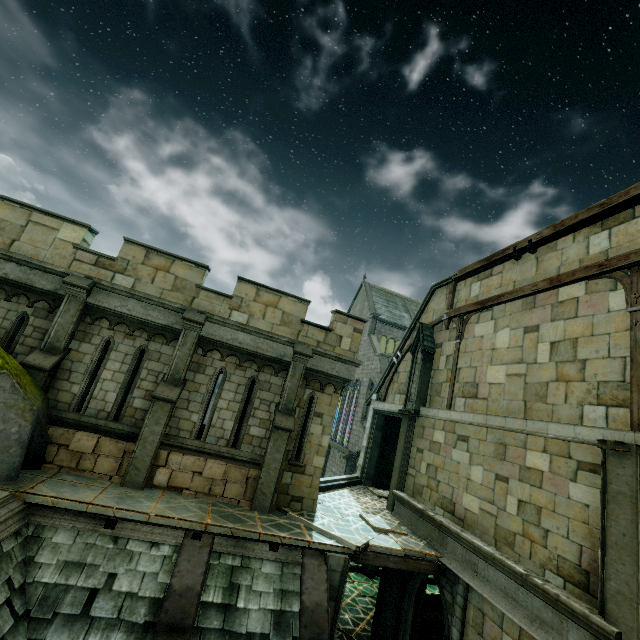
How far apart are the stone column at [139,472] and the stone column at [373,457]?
10.7 meters

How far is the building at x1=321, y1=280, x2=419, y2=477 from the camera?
29.6 meters

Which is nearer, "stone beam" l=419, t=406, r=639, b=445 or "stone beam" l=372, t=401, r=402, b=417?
"stone beam" l=419, t=406, r=639, b=445

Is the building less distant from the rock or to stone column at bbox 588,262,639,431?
the rock

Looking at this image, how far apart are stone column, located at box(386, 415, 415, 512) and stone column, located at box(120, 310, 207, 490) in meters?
8.8

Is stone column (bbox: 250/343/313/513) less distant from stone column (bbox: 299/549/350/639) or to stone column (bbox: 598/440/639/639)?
stone column (bbox: 299/549/350/639)

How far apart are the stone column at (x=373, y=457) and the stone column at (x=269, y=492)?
7.9m

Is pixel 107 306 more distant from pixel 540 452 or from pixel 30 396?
pixel 540 452
